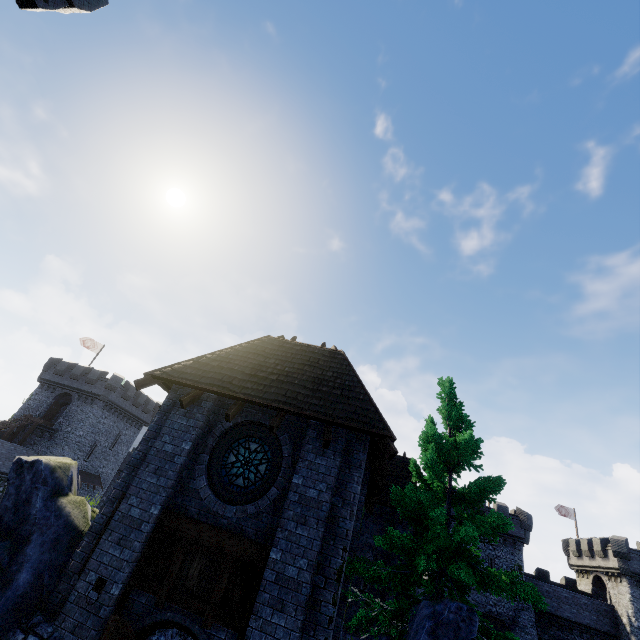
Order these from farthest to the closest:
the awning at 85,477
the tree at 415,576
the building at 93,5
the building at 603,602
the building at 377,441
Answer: the awning at 85,477, the building at 603,602, the building at 93,5, the tree at 415,576, the building at 377,441

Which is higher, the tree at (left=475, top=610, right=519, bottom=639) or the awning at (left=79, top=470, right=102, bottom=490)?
the tree at (left=475, top=610, right=519, bottom=639)

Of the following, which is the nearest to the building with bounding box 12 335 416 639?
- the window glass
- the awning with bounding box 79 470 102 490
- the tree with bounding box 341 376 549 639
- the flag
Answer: the tree with bounding box 341 376 549 639

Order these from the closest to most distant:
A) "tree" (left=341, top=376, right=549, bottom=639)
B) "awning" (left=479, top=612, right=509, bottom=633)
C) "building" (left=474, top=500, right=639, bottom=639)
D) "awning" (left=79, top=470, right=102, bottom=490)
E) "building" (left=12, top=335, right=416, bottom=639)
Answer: "building" (left=12, top=335, right=416, bottom=639) < "tree" (left=341, top=376, right=549, bottom=639) < "awning" (left=479, top=612, right=509, bottom=633) < "building" (left=474, top=500, right=639, bottom=639) < "awning" (left=79, top=470, right=102, bottom=490)

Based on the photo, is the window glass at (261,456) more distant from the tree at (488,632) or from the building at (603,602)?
the building at (603,602)

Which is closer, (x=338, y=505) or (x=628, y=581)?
(x=338, y=505)

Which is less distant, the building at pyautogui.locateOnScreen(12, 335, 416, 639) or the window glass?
the building at pyautogui.locateOnScreen(12, 335, 416, 639)

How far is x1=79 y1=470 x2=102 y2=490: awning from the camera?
37.7m
